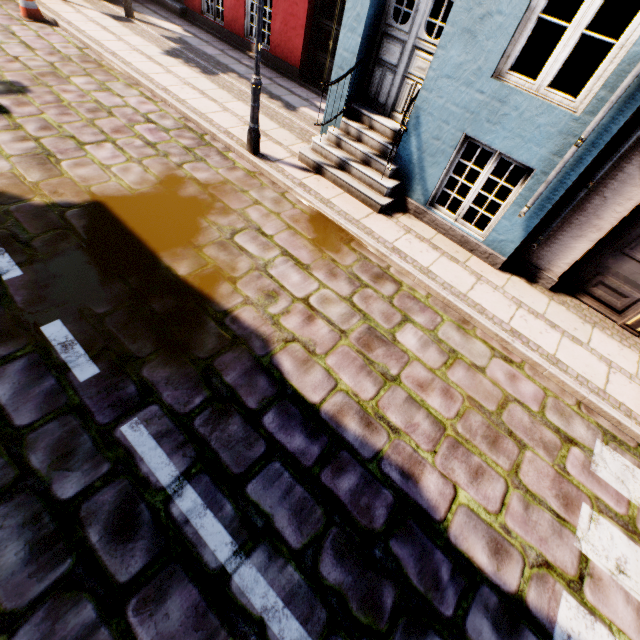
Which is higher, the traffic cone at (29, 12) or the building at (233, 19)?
the building at (233, 19)

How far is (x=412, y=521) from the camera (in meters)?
2.69

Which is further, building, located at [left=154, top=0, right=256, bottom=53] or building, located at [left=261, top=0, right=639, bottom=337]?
building, located at [left=154, top=0, right=256, bottom=53]

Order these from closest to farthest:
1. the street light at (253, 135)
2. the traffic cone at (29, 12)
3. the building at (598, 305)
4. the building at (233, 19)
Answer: the building at (598, 305) → the street light at (253, 135) → the traffic cone at (29, 12) → the building at (233, 19)

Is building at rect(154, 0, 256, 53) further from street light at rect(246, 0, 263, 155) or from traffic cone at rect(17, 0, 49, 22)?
traffic cone at rect(17, 0, 49, 22)

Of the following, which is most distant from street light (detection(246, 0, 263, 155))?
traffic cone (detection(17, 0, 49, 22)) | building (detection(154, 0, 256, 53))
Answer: traffic cone (detection(17, 0, 49, 22))

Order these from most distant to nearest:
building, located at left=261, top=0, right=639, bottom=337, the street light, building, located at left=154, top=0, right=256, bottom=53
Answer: building, located at left=154, top=0, right=256, bottom=53
the street light
building, located at left=261, top=0, right=639, bottom=337
